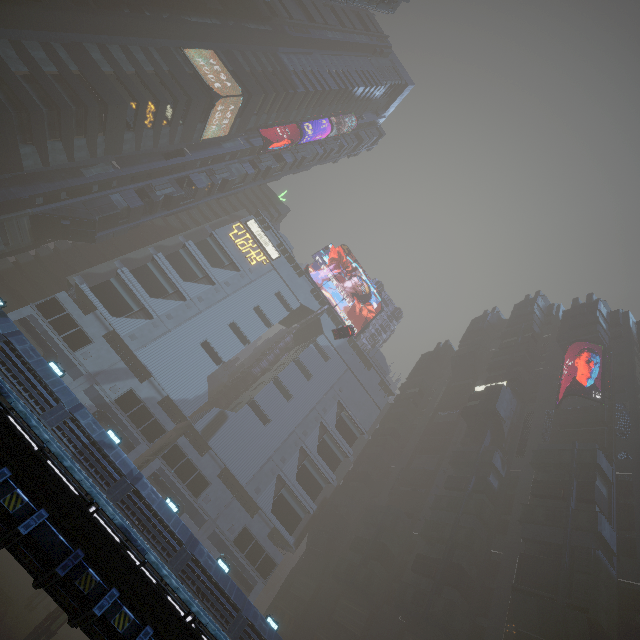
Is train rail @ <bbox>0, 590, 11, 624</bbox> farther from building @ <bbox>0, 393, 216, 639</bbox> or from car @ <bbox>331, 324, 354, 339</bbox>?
car @ <bbox>331, 324, 354, 339</bbox>

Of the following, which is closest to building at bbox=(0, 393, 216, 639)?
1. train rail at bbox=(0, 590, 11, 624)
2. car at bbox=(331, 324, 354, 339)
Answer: train rail at bbox=(0, 590, 11, 624)

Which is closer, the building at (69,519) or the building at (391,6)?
the building at (69,519)

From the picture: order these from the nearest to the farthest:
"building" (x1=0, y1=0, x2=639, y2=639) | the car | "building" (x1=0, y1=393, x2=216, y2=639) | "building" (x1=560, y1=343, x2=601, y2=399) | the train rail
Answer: "building" (x1=0, y1=393, x2=216, y2=639), "building" (x1=0, y1=0, x2=639, y2=639), the train rail, the car, "building" (x1=560, y1=343, x2=601, y2=399)

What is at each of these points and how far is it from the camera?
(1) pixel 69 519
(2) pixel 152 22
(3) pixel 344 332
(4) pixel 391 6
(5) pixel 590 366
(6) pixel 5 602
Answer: (1) building, 8.02m
(2) building, 42.66m
(3) car, 46.34m
(4) building, 57.94m
(5) building, 52.12m
(6) train rail, 34.62m

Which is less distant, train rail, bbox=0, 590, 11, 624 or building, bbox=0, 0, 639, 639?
building, bbox=0, 0, 639, 639

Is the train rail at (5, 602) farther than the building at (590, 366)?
No
